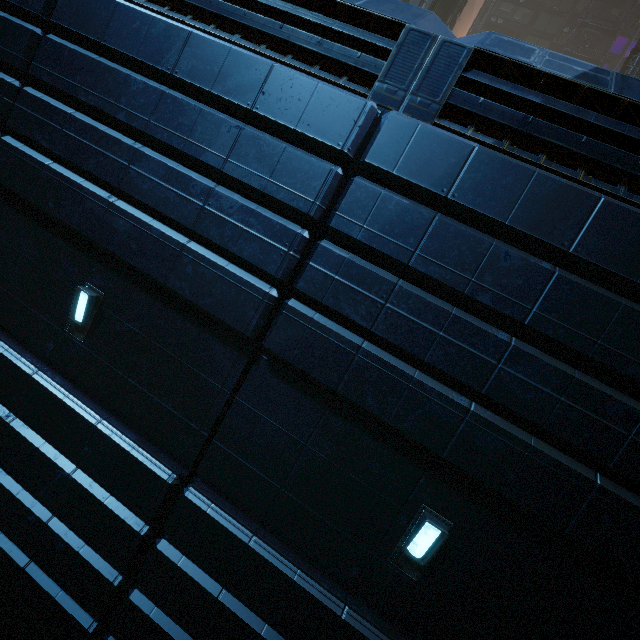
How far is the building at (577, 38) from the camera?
38.03m

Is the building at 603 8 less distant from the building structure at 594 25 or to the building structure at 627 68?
the building structure at 627 68

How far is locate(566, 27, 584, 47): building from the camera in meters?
38.0

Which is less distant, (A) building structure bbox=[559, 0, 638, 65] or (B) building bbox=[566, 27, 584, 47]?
(A) building structure bbox=[559, 0, 638, 65]

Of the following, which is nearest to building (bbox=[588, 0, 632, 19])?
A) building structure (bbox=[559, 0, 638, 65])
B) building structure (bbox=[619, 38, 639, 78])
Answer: building structure (bbox=[619, 38, 639, 78])

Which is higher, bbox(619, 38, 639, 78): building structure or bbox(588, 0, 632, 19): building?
bbox(588, 0, 632, 19): building

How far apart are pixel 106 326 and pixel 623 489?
7.3 meters
